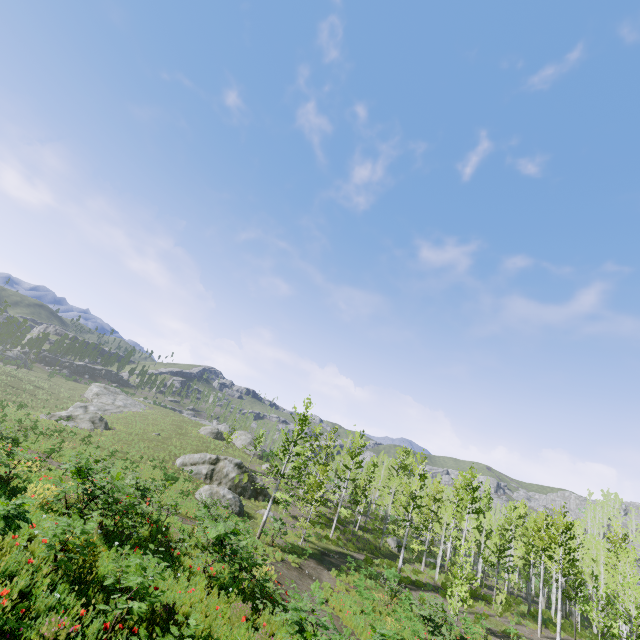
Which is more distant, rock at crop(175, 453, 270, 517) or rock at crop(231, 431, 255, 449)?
rock at crop(231, 431, 255, 449)

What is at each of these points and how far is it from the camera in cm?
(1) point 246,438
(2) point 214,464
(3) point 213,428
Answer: (1) rock, 5447
(2) rock, 3316
(3) rock, 5247

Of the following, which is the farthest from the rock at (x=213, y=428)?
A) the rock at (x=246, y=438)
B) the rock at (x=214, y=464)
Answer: the rock at (x=214, y=464)

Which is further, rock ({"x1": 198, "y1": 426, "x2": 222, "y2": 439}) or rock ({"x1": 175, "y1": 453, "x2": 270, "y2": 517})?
rock ({"x1": 198, "y1": 426, "x2": 222, "y2": 439})

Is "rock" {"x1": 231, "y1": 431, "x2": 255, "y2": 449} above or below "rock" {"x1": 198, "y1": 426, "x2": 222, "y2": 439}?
above

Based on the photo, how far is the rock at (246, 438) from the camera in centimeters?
5284cm

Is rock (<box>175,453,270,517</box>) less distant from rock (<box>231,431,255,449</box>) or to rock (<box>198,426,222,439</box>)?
rock (<box>231,431,255,449</box>)

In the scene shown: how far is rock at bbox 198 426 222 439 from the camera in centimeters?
5116cm
